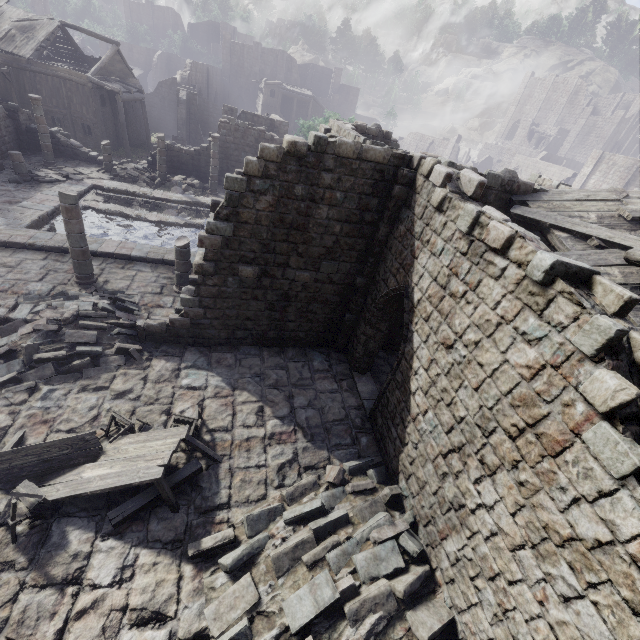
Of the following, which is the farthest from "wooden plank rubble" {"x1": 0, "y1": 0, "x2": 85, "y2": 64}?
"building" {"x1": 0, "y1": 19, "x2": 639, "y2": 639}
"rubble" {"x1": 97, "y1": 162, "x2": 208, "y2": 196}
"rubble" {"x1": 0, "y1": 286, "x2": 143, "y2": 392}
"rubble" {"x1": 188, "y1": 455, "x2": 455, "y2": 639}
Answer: "rubble" {"x1": 188, "y1": 455, "x2": 455, "y2": 639}

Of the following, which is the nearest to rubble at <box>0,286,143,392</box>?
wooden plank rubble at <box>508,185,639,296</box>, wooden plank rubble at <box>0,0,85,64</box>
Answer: wooden plank rubble at <box>508,185,639,296</box>

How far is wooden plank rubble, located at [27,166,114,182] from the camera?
18.7m

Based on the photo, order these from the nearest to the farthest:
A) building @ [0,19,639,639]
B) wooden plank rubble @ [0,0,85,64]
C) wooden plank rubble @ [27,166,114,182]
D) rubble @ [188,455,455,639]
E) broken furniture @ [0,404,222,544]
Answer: building @ [0,19,639,639] → rubble @ [188,455,455,639] → broken furniture @ [0,404,222,544] → wooden plank rubble @ [27,166,114,182] → wooden plank rubble @ [0,0,85,64]

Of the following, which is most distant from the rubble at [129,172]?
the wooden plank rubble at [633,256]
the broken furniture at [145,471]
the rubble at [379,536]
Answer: the rubble at [379,536]

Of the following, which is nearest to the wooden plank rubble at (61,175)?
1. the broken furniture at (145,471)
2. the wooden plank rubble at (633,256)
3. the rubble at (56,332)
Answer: the rubble at (56,332)

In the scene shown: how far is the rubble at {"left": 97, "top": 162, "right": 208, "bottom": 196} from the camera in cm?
2194

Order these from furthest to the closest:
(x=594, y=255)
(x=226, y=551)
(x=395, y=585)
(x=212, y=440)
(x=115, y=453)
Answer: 1. (x=212, y=440)
2. (x=594, y=255)
3. (x=115, y=453)
4. (x=226, y=551)
5. (x=395, y=585)
